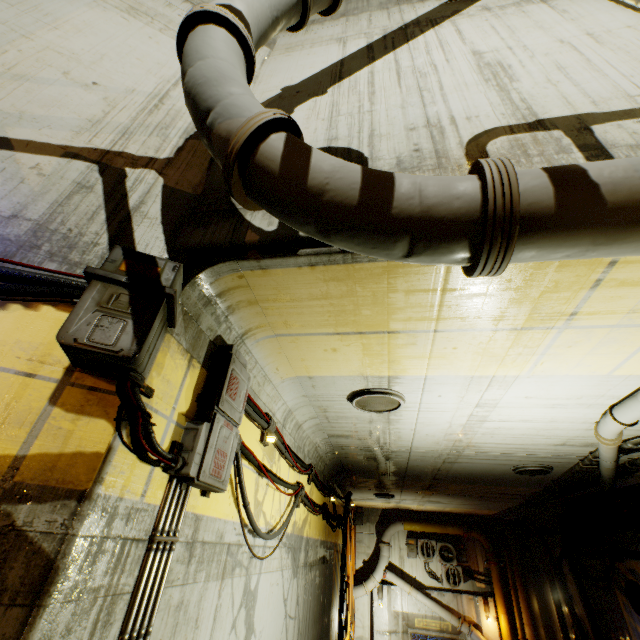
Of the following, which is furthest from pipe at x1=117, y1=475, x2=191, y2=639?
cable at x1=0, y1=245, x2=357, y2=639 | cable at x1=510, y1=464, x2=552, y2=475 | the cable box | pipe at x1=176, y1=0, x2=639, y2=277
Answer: the cable box

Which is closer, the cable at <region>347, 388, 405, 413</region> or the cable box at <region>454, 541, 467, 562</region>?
the cable at <region>347, 388, 405, 413</region>

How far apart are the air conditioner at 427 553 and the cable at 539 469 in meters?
9.8

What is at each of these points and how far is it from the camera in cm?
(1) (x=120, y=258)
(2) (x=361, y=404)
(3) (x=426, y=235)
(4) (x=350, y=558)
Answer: (1) cable, 216
(2) cable, 502
(3) pipe, 171
(4) beam, 1378

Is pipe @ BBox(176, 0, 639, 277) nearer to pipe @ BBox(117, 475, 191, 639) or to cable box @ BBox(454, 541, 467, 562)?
cable box @ BBox(454, 541, 467, 562)

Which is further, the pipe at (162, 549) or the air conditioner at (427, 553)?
the air conditioner at (427, 553)

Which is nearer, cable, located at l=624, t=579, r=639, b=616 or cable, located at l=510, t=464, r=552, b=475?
cable, located at l=510, t=464, r=552, b=475

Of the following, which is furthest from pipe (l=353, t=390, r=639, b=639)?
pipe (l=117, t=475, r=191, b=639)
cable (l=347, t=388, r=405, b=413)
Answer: cable (l=347, t=388, r=405, b=413)
